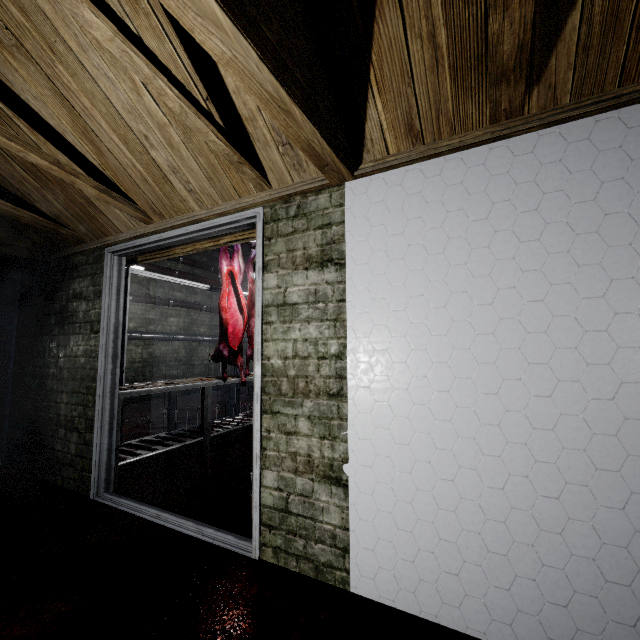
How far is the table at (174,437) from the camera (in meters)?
2.77

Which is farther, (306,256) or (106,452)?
(106,452)

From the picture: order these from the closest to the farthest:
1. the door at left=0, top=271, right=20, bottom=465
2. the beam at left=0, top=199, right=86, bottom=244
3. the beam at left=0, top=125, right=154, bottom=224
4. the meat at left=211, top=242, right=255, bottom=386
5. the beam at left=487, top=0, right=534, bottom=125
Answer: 1. the beam at left=487, top=0, right=534, bottom=125
2. the beam at left=0, top=125, right=154, bottom=224
3. the beam at left=0, top=199, right=86, bottom=244
4. the door at left=0, top=271, right=20, bottom=465
5. the meat at left=211, top=242, right=255, bottom=386

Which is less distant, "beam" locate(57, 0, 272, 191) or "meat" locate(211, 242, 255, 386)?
"beam" locate(57, 0, 272, 191)

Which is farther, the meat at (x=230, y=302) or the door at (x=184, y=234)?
the meat at (x=230, y=302)

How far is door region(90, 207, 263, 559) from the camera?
1.8m

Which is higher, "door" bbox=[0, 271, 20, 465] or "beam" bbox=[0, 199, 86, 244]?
"beam" bbox=[0, 199, 86, 244]
